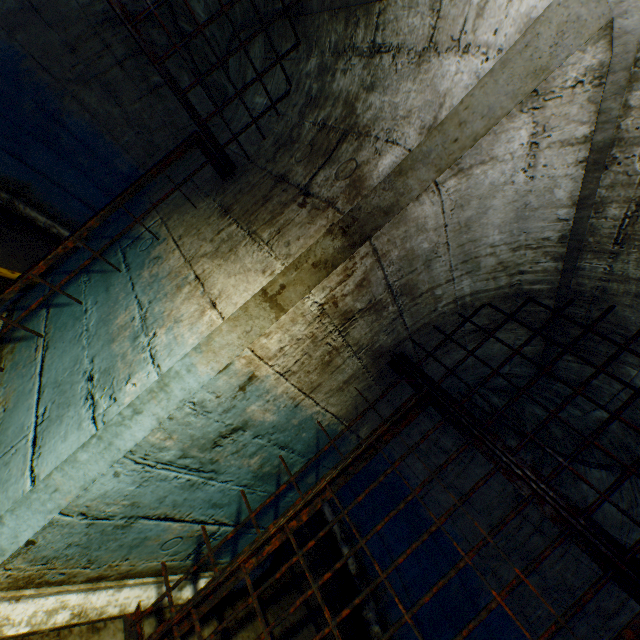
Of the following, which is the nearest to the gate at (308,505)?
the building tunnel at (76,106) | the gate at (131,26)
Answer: the building tunnel at (76,106)

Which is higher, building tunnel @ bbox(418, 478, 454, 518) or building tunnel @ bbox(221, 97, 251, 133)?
building tunnel @ bbox(221, 97, 251, 133)

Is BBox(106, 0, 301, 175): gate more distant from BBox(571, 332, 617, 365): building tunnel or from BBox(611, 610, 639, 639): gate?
BBox(611, 610, 639, 639): gate

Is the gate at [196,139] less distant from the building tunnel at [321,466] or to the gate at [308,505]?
the building tunnel at [321,466]

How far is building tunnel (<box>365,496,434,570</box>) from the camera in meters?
4.4

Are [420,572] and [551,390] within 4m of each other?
yes

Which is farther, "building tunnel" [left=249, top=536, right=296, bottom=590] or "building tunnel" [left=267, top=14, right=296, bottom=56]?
"building tunnel" [left=249, top=536, right=296, bottom=590]

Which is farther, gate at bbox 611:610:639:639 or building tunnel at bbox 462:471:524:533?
building tunnel at bbox 462:471:524:533
